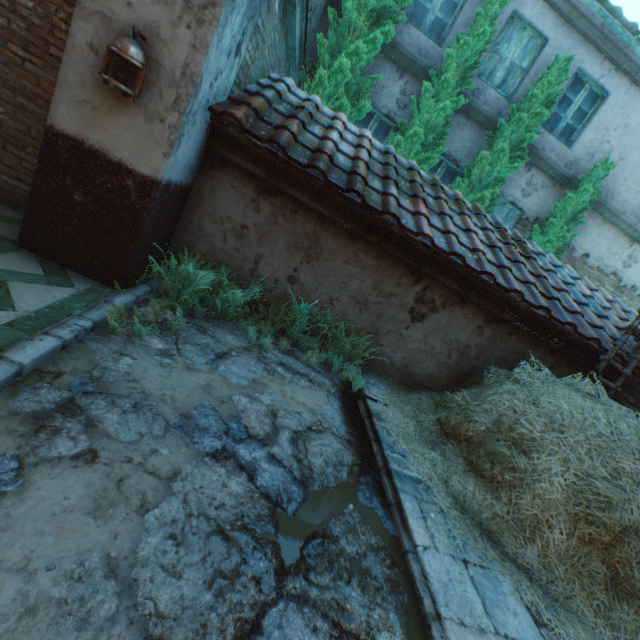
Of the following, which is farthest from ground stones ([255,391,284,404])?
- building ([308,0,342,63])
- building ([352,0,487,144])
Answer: building ([308,0,342,63])

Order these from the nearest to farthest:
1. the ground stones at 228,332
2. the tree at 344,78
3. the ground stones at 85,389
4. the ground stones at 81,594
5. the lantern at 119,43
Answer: the ground stones at 81,594 < the ground stones at 85,389 < the lantern at 119,43 < the ground stones at 228,332 < the tree at 344,78

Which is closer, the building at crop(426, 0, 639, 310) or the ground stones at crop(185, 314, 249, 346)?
the ground stones at crop(185, 314, 249, 346)

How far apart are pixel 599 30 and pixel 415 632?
10.9m

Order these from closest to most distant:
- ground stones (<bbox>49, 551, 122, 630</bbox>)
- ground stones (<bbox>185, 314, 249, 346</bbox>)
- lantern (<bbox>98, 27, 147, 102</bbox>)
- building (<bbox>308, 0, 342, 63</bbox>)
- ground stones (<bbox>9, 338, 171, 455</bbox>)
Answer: ground stones (<bbox>49, 551, 122, 630</bbox>) < ground stones (<bbox>9, 338, 171, 455</bbox>) < lantern (<bbox>98, 27, 147, 102</bbox>) < ground stones (<bbox>185, 314, 249, 346</bbox>) < building (<bbox>308, 0, 342, 63</bbox>)

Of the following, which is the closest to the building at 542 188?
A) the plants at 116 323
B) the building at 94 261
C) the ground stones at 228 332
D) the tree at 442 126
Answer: the tree at 442 126

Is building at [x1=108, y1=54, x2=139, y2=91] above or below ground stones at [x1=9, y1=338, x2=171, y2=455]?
above

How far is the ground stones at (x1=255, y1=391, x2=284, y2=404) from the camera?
3.0m
